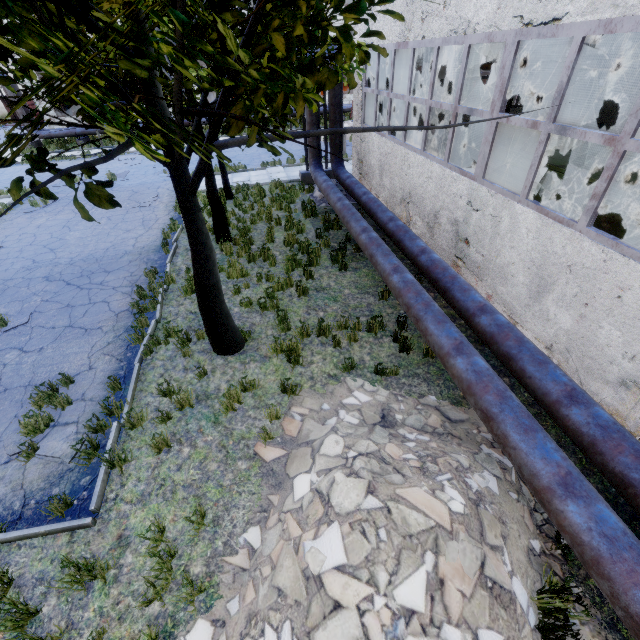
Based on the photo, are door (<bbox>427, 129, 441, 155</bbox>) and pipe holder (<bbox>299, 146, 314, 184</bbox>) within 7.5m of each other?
yes

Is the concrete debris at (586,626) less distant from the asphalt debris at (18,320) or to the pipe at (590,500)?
→ the pipe at (590,500)

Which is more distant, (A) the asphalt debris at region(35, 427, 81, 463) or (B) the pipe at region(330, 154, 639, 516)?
(A) the asphalt debris at region(35, 427, 81, 463)

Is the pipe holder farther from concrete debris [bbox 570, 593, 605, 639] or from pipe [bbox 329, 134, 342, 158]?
concrete debris [bbox 570, 593, 605, 639]

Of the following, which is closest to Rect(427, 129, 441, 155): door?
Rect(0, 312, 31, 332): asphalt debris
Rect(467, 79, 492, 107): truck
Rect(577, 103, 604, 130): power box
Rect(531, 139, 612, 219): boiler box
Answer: Rect(577, 103, 604, 130): power box

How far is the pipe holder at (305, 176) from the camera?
15.5 meters

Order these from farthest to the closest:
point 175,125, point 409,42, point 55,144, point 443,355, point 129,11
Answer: point 55,144, point 409,42, point 443,355, point 175,125, point 129,11
